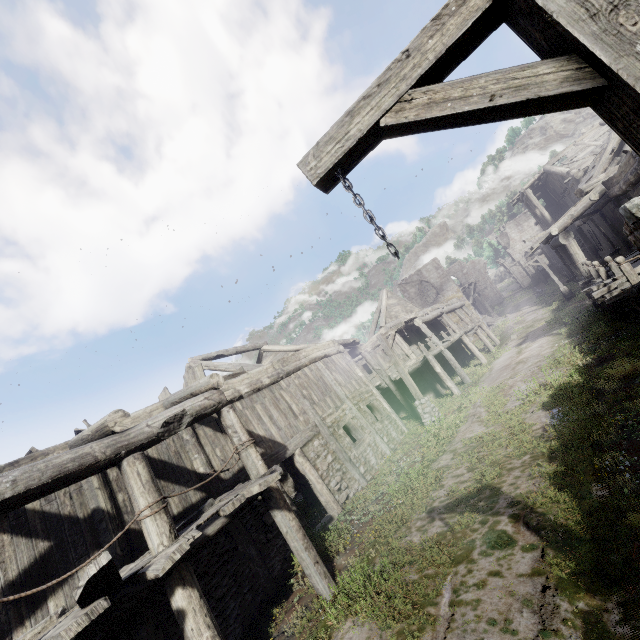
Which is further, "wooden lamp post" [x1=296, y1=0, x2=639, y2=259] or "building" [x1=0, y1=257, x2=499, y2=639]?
"building" [x1=0, y1=257, x2=499, y2=639]

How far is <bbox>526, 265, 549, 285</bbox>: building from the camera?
45.3 meters

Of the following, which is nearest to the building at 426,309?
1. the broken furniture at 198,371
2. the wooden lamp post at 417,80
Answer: the broken furniture at 198,371

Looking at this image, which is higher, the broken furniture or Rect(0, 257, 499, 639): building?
the broken furniture

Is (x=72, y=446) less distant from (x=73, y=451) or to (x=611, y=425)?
(x=73, y=451)

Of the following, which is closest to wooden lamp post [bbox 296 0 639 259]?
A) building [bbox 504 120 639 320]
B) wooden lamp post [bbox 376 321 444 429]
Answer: building [bbox 504 120 639 320]

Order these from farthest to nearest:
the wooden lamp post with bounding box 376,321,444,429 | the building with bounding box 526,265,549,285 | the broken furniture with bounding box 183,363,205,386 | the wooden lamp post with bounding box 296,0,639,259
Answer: the building with bounding box 526,265,549,285 → the wooden lamp post with bounding box 376,321,444,429 → the broken furniture with bounding box 183,363,205,386 → the wooden lamp post with bounding box 296,0,639,259

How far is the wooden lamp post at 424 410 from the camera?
14.4 meters
